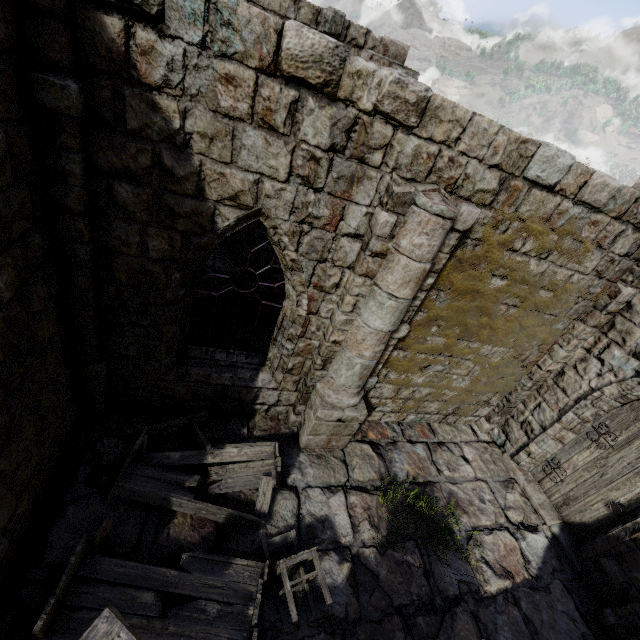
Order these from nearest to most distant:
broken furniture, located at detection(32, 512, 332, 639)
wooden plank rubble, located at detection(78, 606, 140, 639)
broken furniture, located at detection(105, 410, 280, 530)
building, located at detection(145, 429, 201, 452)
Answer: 1. wooden plank rubble, located at detection(78, 606, 140, 639)
2. broken furniture, located at detection(32, 512, 332, 639)
3. broken furniture, located at detection(105, 410, 280, 530)
4. building, located at detection(145, 429, 201, 452)

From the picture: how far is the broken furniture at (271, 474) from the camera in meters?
4.7

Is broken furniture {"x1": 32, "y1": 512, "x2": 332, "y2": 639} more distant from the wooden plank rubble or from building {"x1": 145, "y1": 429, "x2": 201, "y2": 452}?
the wooden plank rubble

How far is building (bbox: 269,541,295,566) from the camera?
4.8m

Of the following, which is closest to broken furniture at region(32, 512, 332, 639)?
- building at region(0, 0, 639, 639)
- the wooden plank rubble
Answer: building at region(0, 0, 639, 639)

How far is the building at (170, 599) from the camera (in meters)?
4.03

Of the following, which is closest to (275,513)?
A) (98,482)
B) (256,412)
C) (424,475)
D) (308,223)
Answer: (256,412)
